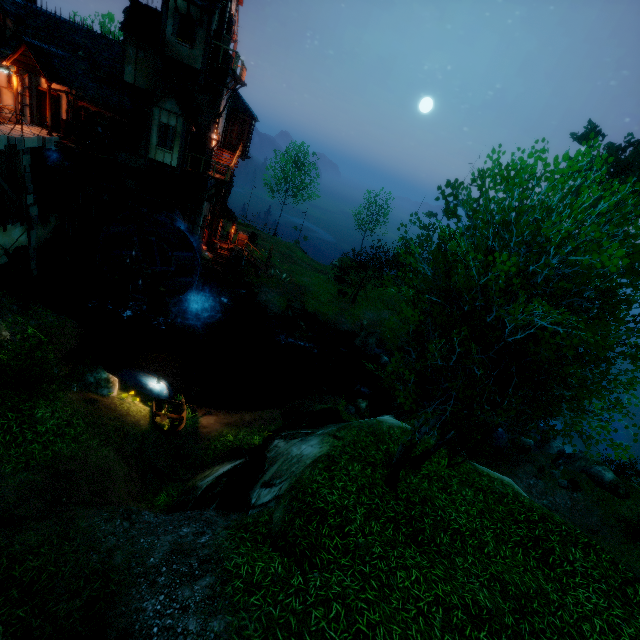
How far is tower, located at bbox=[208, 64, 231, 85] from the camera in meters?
19.8

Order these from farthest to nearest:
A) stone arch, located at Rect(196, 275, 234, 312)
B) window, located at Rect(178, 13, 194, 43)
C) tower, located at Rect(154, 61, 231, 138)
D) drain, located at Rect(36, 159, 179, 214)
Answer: stone arch, located at Rect(196, 275, 234, 312), tower, located at Rect(154, 61, 231, 138), drain, located at Rect(36, 159, 179, 214), window, located at Rect(178, 13, 194, 43)

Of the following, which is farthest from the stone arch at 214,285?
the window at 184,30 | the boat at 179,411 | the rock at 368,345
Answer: the window at 184,30

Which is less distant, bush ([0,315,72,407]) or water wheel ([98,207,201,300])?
bush ([0,315,72,407])

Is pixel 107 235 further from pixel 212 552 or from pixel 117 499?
pixel 212 552

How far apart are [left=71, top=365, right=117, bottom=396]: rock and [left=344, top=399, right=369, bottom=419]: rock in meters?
12.4 m

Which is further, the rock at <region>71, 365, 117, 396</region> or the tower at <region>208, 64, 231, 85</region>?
the tower at <region>208, 64, 231, 85</region>

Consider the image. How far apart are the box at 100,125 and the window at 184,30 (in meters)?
6.30
